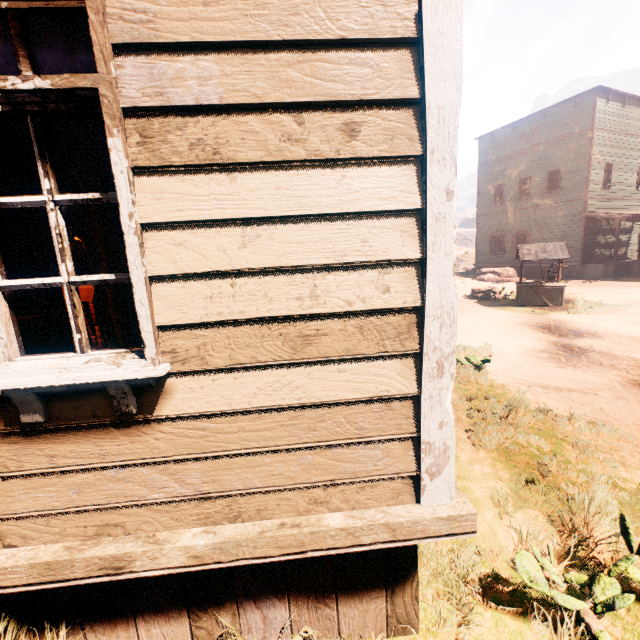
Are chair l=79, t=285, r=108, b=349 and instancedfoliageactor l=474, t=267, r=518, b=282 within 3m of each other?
no

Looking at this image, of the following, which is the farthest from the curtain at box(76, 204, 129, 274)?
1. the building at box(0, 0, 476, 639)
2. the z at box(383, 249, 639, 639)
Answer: the z at box(383, 249, 639, 639)

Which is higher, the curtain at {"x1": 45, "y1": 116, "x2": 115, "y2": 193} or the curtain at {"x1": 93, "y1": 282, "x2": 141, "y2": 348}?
the curtain at {"x1": 45, "y1": 116, "x2": 115, "y2": 193}

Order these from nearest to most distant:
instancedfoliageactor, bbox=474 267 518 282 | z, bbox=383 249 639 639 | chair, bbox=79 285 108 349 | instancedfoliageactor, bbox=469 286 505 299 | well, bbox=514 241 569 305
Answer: z, bbox=383 249 639 639, chair, bbox=79 285 108 349, well, bbox=514 241 569 305, instancedfoliageactor, bbox=469 286 505 299, instancedfoliageactor, bbox=474 267 518 282

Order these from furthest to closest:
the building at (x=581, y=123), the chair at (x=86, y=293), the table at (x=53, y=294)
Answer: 1. the building at (x=581, y=123)
2. the table at (x=53, y=294)
3. the chair at (x=86, y=293)

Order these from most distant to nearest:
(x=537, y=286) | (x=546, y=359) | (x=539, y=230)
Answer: (x=539, y=230), (x=537, y=286), (x=546, y=359)

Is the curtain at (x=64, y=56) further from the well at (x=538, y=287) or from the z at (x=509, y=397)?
the well at (x=538, y=287)

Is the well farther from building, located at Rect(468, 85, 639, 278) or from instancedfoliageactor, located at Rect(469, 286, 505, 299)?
building, located at Rect(468, 85, 639, 278)
